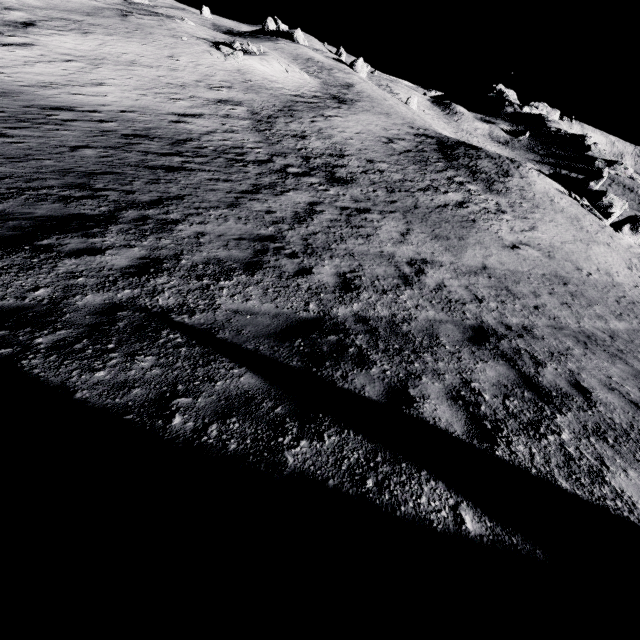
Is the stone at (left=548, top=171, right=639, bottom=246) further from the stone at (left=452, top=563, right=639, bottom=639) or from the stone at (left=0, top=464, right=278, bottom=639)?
the stone at (left=0, top=464, right=278, bottom=639)

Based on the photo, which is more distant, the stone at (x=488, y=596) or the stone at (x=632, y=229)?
the stone at (x=632, y=229)

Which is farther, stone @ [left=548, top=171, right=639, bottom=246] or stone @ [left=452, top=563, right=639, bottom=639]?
stone @ [left=548, top=171, right=639, bottom=246]

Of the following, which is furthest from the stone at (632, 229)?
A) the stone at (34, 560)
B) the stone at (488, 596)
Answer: the stone at (34, 560)

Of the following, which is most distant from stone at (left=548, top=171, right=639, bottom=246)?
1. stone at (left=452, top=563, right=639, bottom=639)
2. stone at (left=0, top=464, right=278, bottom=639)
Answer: stone at (left=0, top=464, right=278, bottom=639)

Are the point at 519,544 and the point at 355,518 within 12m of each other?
yes
